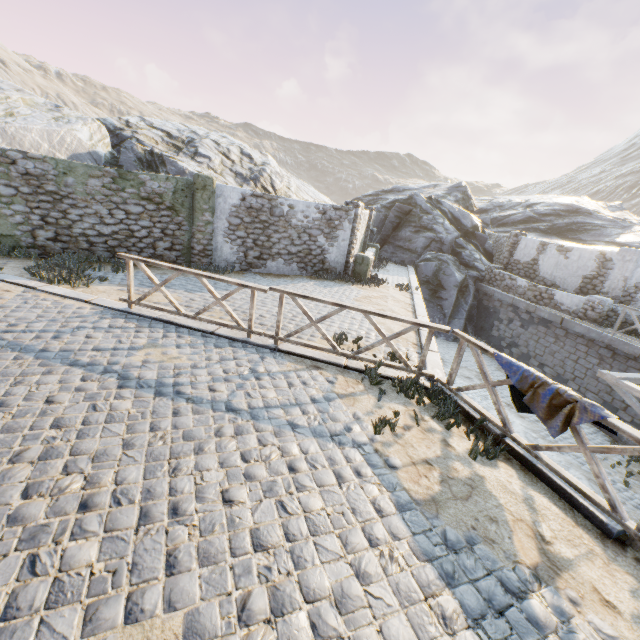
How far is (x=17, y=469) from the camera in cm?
318

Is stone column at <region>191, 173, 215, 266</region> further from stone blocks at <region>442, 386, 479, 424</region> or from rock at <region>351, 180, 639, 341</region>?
rock at <region>351, 180, 639, 341</region>

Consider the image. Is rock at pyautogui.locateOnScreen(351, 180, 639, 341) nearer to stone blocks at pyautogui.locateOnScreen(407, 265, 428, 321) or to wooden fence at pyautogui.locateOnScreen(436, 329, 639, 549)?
stone blocks at pyautogui.locateOnScreen(407, 265, 428, 321)

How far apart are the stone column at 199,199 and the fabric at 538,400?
9.9 meters

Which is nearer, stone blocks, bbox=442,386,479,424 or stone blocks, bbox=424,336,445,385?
stone blocks, bbox=442,386,479,424

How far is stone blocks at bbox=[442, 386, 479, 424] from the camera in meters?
5.2

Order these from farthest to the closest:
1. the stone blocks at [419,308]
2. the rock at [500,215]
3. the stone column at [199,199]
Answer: the rock at [500,215] → the stone column at [199,199] → the stone blocks at [419,308]

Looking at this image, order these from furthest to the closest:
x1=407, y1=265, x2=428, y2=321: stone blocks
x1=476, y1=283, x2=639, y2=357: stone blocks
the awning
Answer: x1=476, y1=283, x2=639, y2=357: stone blocks → x1=407, y1=265, x2=428, y2=321: stone blocks → the awning
